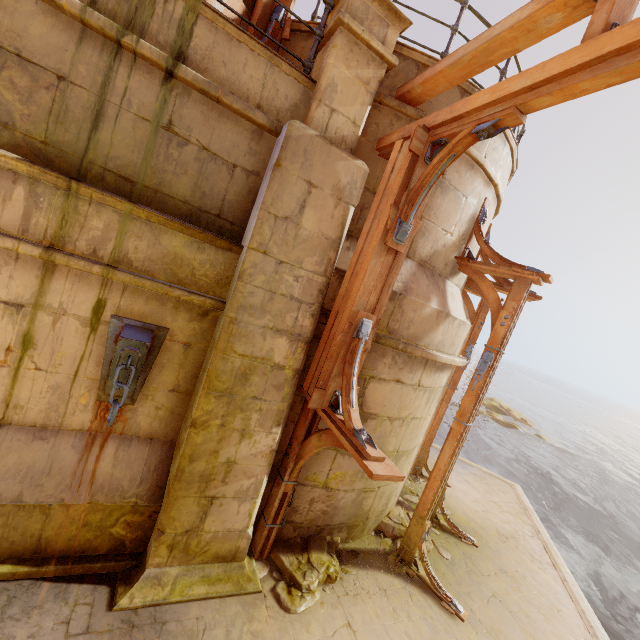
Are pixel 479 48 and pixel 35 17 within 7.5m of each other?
yes

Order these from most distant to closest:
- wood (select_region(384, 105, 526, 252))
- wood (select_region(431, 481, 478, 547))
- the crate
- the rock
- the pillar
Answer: the rock < wood (select_region(431, 481, 478, 547)) < the crate < the pillar < wood (select_region(384, 105, 526, 252))

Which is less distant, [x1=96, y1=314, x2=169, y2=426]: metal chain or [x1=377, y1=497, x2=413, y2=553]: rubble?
[x1=96, y1=314, x2=169, y2=426]: metal chain

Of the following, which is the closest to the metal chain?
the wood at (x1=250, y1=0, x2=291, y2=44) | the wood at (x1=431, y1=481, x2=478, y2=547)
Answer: the wood at (x1=250, y1=0, x2=291, y2=44)

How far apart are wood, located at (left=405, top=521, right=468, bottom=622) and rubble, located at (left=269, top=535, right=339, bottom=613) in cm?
76

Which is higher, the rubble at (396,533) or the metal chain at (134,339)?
the metal chain at (134,339)

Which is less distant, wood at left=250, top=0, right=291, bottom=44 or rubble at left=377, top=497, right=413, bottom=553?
wood at left=250, top=0, right=291, bottom=44

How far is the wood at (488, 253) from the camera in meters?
4.6 m
